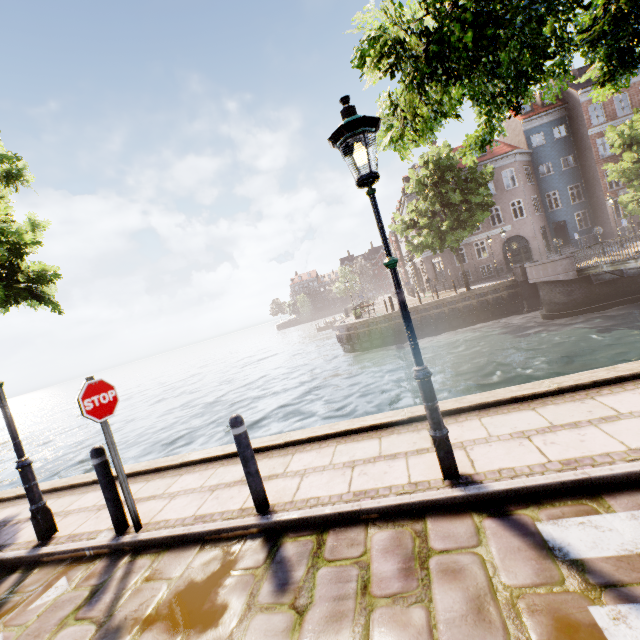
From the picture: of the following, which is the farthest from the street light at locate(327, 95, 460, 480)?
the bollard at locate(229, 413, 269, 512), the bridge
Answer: the bollard at locate(229, 413, 269, 512)

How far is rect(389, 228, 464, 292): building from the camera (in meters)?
32.38

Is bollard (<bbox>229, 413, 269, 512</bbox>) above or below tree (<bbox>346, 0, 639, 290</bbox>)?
below

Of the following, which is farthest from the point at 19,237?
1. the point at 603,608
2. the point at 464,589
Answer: the point at 603,608

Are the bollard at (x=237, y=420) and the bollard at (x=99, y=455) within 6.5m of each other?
yes

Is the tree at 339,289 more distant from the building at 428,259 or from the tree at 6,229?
the tree at 6,229

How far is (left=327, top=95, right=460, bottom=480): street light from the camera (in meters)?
2.98

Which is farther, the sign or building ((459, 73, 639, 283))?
building ((459, 73, 639, 283))
